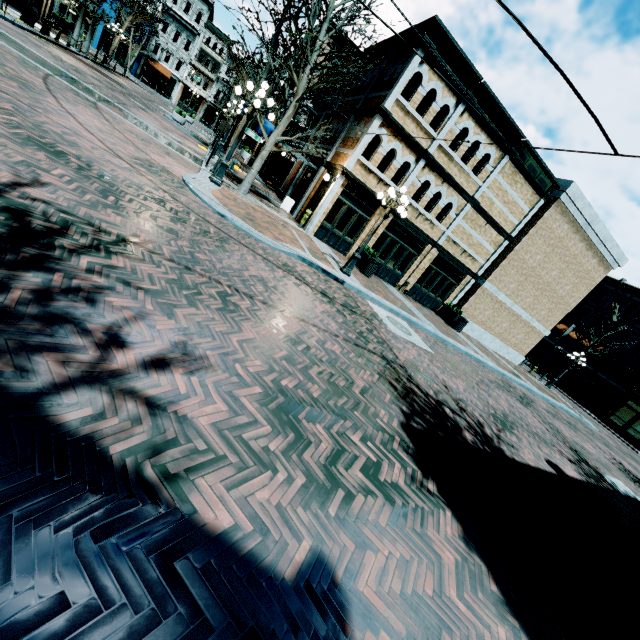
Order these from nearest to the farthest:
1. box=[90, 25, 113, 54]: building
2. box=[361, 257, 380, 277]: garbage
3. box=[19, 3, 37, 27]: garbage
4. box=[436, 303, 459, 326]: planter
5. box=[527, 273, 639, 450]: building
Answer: box=[361, 257, 380, 277]: garbage → box=[19, 3, 37, 27]: garbage → box=[436, 303, 459, 326]: planter → box=[527, 273, 639, 450]: building → box=[90, 25, 113, 54]: building

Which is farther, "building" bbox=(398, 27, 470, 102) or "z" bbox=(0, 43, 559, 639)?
"building" bbox=(398, 27, 470, 102)

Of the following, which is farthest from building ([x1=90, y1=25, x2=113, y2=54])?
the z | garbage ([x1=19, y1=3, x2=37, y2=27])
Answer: the z

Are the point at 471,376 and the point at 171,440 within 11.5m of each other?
yes

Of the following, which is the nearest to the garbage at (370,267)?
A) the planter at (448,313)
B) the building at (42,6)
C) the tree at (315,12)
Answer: the building at (42,6)

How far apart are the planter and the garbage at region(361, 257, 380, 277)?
6.9 meters

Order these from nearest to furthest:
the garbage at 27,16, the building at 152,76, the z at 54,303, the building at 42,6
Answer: the z at 54,303
the garbage at 27,16
the building at 42,6
the building at 152,76

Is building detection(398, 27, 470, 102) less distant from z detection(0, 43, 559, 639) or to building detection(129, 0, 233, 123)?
z detection(0, 43, 559, 639)
